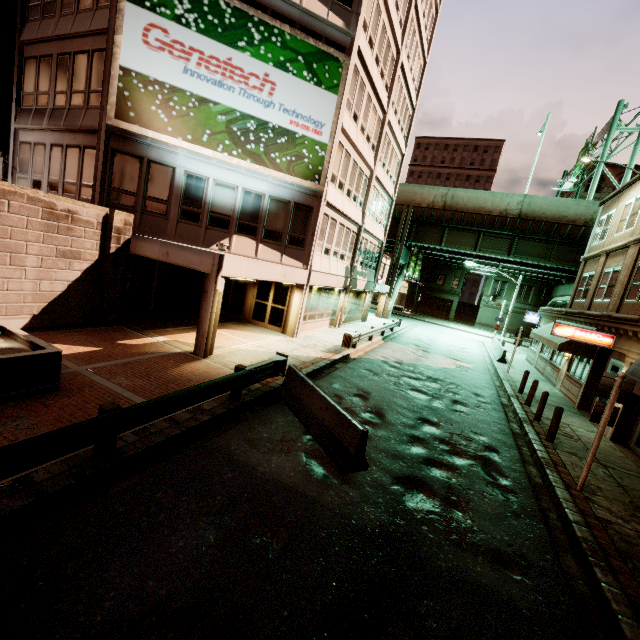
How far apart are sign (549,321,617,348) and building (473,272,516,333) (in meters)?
39.82

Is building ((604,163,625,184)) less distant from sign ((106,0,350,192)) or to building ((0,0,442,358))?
building ((0,0,442,358))

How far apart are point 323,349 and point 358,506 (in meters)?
10.73

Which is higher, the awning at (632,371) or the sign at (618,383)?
the awning at (632,371)

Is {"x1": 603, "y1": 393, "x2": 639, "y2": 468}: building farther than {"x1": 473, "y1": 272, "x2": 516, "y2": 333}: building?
No

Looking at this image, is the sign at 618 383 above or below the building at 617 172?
below

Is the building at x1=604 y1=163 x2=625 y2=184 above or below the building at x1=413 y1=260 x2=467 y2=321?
above
